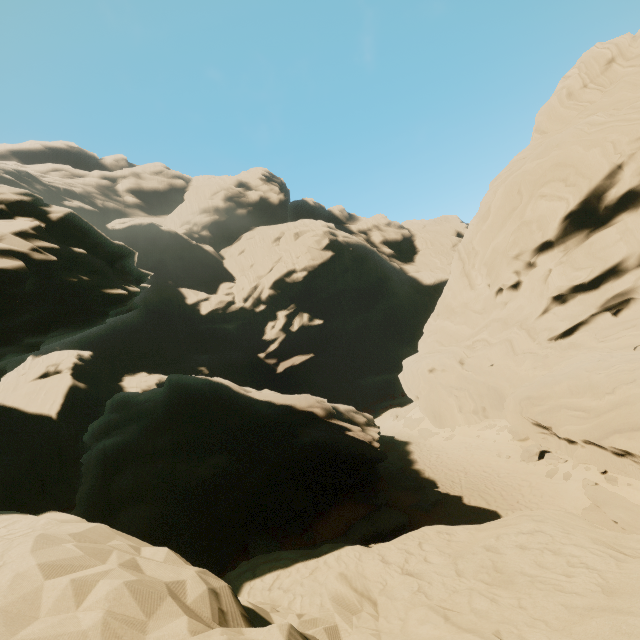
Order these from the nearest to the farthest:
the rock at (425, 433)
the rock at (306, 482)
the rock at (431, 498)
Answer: the rock at (306, 482)
the rock at (431, 498)
the rock at (425, 433)

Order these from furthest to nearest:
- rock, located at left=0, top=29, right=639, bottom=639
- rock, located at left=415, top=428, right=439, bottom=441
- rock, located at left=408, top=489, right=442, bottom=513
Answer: rock, located at left=415, top=428, right=439, bottom=441
rock, located at left=408, top=489, right=442, bottom=513
rock, located at left=0, top=29, right=639, bottom=639

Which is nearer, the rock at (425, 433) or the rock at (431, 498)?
the rock at (431, 498)

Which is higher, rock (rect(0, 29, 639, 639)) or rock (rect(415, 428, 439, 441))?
rock (rect(0, 29, 639, 639))

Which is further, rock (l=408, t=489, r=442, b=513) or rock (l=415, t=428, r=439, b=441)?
rock (l=415, t=428, r=439, b=441)

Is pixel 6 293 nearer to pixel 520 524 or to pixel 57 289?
pixel 57 289
